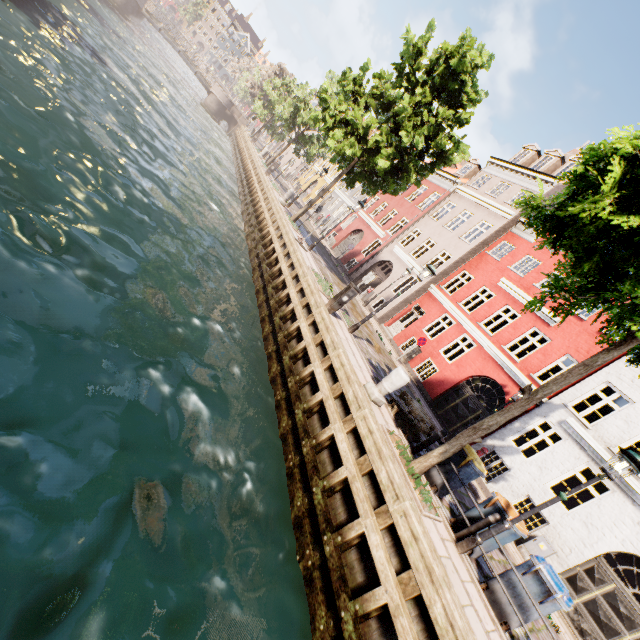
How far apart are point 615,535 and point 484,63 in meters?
19.6

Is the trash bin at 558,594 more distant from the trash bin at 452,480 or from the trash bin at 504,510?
the trash bin at 452,480

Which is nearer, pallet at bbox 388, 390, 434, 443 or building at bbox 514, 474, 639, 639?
pallet at bbox 388, 390, 434, 443

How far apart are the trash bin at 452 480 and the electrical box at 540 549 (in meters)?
5.96

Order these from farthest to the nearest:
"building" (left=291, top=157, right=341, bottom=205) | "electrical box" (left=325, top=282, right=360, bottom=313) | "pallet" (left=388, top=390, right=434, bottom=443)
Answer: "building" (left=291, top=157, right=341, bottom=205)
"electrical box" (left=325, top=282, right=360, bottom=313)
"pallet" (left=388, top=390, right=434, bottom=443)

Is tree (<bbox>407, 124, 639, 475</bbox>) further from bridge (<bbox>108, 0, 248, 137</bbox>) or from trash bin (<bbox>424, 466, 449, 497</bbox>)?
bridge (<bbox>108, 0, 248, 137</bbox>)

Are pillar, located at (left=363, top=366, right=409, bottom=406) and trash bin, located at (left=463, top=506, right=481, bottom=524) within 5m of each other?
yes

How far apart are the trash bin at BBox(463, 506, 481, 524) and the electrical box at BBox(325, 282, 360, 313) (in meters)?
6.46
